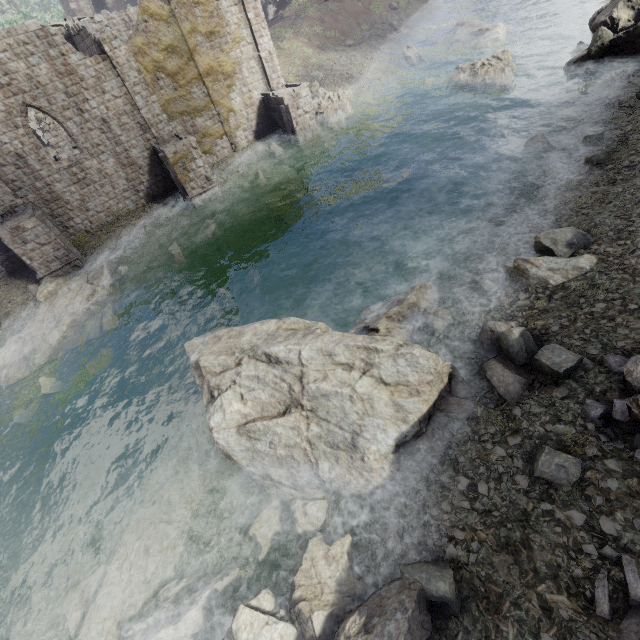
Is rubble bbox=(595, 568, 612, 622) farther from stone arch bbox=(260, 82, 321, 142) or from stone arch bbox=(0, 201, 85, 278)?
stone arch bbox=(0, 201, 85, 278)

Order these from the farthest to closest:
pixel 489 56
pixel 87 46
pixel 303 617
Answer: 1. pixel 489 56
2. pixel 87 46
3. pixel 303 617

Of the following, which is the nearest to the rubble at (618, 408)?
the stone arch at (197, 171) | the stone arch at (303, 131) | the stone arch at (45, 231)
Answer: the stone arch at (303, 131)

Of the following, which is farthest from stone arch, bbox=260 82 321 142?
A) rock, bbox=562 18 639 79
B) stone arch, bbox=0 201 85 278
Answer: stone arch, bbox=0 201 85 278

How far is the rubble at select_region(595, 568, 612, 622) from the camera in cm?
467

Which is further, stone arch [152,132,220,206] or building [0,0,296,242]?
stone arch [152,132,220,206]

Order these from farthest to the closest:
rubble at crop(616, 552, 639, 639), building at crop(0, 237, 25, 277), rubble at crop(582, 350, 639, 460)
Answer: building at crop(0, 237, 25, 277)
rubble at crop(582, 350, 639, 460)
rubble at crop(616, 552, 639, 639)

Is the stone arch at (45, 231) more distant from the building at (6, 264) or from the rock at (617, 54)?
the rock at (617, 54)
